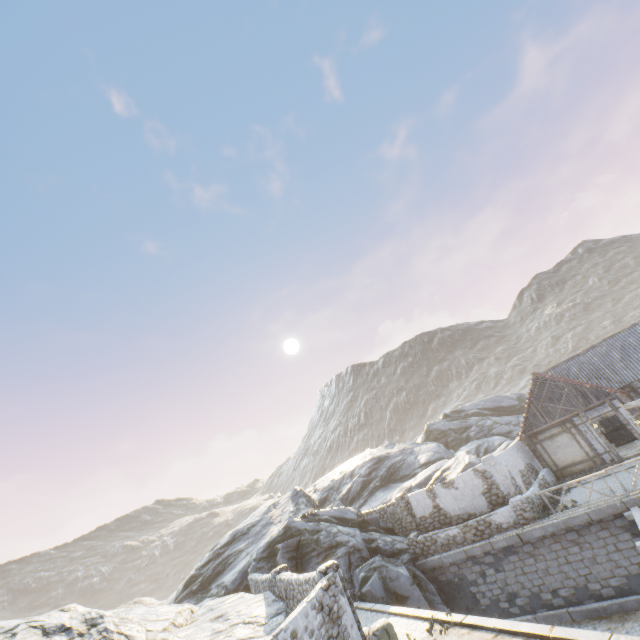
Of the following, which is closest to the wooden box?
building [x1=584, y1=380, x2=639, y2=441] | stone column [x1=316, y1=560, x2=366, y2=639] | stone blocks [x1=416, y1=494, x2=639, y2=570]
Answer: building [x1=584, y1=380, x2=639, y2=441]

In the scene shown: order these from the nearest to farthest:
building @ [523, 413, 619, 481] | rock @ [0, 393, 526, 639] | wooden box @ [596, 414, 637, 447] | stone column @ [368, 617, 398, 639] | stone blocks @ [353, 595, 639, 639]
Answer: stone blocks @ [353, 595, 639, 639], stone column @ [368, 617, 398, 639], rock @ [0, 393, 526, 639], building @ [523, 413, 619, 481], wooden box @ [596, 414, 637, 447]

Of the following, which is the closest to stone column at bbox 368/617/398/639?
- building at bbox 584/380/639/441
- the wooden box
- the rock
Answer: the rock

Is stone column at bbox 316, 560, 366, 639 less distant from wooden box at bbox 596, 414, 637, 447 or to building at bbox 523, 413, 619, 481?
building at bbox 523, 413, 619, 481

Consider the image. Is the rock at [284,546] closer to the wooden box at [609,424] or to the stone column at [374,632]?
the stone column at [374,632]

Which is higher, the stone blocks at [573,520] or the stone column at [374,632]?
the stone column at [374,632]

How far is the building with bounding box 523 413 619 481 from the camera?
18.4 meters

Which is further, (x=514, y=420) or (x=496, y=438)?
(x=514, y=420)
